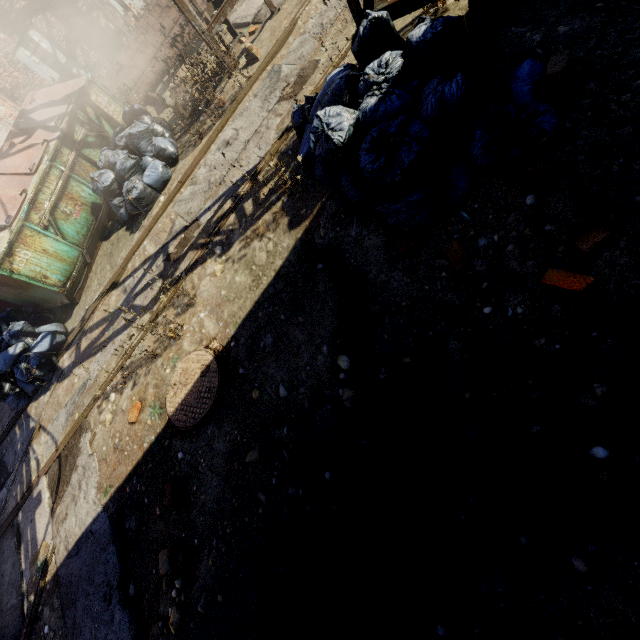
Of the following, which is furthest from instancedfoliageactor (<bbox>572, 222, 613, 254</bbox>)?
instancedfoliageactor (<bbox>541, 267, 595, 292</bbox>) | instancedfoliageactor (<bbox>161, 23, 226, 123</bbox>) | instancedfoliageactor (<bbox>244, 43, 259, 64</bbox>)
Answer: instancedfoliageactor (<bbox>161, 23, 226, 123</bbox>)

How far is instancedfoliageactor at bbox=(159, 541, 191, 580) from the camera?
2.80m

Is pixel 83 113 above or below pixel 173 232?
above

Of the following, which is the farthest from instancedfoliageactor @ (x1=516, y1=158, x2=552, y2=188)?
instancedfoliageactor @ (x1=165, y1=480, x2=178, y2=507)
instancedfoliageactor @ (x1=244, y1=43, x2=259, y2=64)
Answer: instancedfoliageactor @ (x1=244, y1=43, x2=259, y2=64)

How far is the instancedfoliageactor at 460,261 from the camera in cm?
246

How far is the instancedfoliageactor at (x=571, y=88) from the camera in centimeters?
211cm

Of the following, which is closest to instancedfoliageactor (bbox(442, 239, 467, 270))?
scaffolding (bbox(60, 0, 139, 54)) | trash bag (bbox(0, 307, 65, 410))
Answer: scaffolding (bbox(60, 0, 139, 54))

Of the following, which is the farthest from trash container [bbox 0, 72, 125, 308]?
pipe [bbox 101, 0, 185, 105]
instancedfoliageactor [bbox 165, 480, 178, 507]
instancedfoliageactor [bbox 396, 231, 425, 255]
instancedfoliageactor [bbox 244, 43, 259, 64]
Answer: instancedfoliageactor [bbox 396, 231, 425, 255]
